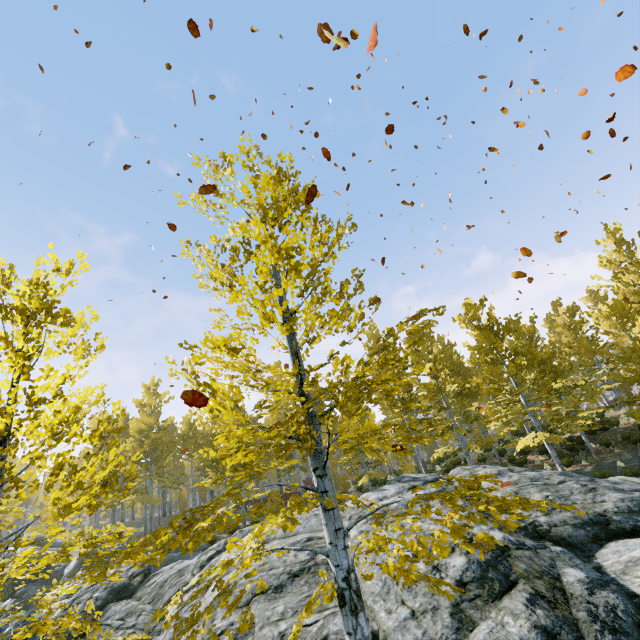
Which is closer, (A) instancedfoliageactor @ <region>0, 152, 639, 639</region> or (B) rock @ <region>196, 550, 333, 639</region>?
(A) instancedfoliageactor @ <region>0, 152, 639, 639</region>

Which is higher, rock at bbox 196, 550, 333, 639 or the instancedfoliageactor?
the instancedfoliageactor

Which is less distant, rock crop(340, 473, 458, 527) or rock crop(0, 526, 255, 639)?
rock crop(0, 526, 255, 639)

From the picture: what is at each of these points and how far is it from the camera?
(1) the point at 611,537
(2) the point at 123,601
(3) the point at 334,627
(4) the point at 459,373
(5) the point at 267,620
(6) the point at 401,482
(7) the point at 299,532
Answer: (1) rock, 7.07m
(2) rock, 9.88m
(3) rock, 5.75m
(4) instancedfoliageactor, 22.84m
(5) rock, 6.51m
(6) rock, 11.88m
(7) rock, 9.88m

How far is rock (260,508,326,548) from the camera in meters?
8.8

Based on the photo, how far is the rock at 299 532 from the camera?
8.83m

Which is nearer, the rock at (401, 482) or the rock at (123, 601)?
the rock at (123, 601)
